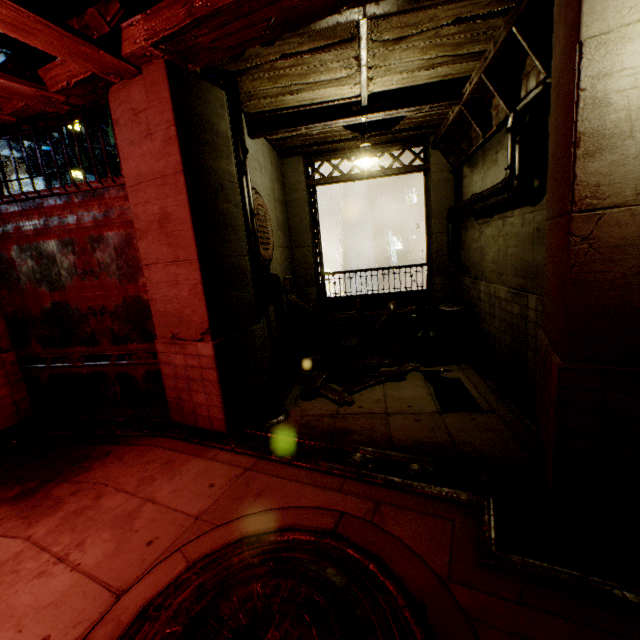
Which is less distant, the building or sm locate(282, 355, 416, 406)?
the building

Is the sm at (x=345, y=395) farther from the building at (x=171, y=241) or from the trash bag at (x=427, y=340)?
the trash bag at (x=427, y=340)

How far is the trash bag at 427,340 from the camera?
8.6m

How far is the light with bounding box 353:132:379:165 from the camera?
6.75m

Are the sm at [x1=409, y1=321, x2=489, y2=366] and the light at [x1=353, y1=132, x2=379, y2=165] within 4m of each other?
no

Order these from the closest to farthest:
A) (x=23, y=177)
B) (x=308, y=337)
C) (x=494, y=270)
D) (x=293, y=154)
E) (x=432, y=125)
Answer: (x=494, y=270), (x=432, y=125), (x=308, y=337), (x=293, y=154), (x=23, y=177)

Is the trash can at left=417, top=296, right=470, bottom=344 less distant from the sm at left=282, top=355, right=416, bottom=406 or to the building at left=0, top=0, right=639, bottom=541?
the building at left=0, top=0, right=639, bottom=541

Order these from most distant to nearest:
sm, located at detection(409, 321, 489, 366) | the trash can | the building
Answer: the trash can < sm, located at detection(409, 321, 489, 366) < the building
